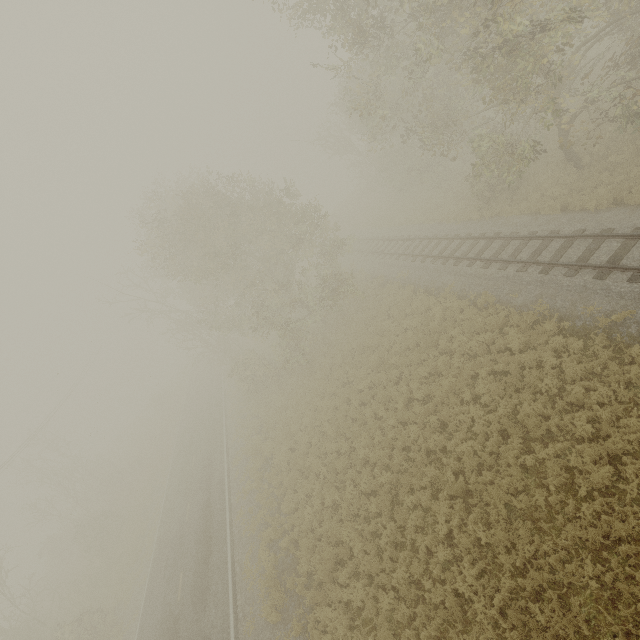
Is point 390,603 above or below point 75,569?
below
